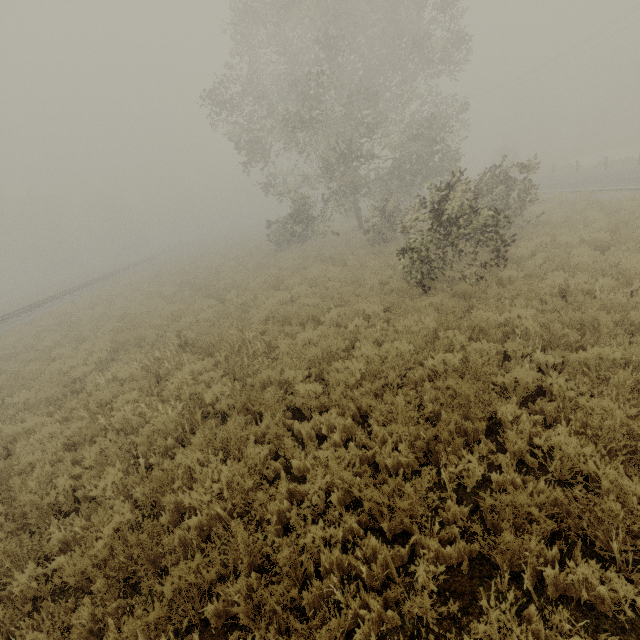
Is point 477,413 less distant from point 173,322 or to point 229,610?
point 229,610
